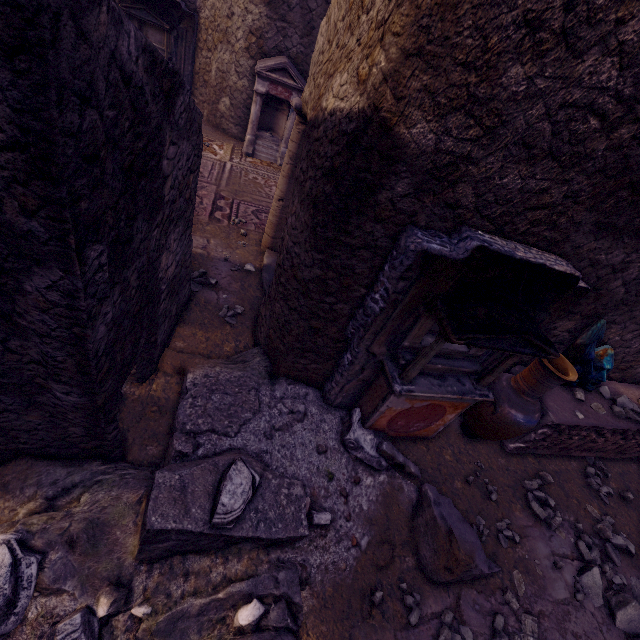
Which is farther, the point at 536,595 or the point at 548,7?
the point at 536,595

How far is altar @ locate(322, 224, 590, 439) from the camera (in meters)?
2.23

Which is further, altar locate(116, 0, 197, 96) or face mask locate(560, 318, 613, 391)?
altar locate(116, 0, 197, 96)

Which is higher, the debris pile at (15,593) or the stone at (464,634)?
the debris pile at (15,593)

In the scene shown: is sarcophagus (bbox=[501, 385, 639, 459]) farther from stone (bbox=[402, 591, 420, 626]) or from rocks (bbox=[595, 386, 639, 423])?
stone (bbox=[402, 591, 420, 626])

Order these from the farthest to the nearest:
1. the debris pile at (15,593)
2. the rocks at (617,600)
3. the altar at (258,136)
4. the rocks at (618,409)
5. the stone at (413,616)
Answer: the altar at (258,136), the rocks at (618,409), the rocks at (617,600), the stone at (413,616), the debris pile at (15,593)

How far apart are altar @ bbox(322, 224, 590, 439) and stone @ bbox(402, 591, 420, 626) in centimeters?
128cm

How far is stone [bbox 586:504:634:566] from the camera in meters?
3.4 m
